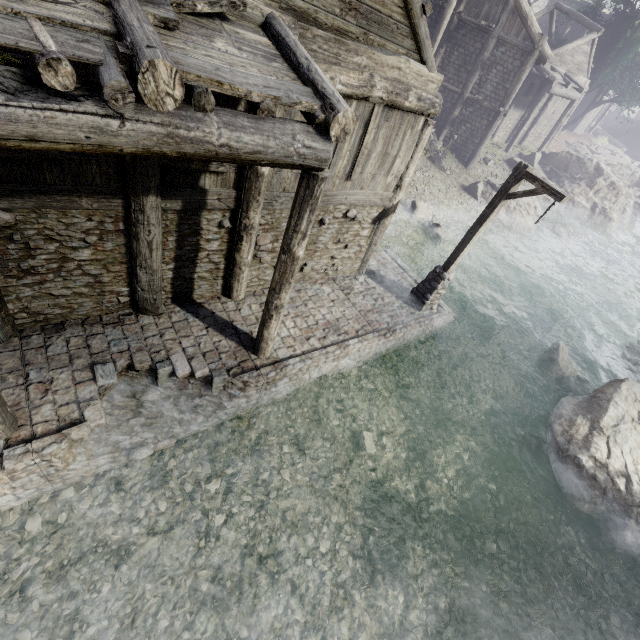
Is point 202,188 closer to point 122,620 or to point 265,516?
point 265,516

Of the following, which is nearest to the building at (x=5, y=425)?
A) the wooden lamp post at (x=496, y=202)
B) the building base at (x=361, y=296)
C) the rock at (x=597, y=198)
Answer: the building base at (x=361, y=296)

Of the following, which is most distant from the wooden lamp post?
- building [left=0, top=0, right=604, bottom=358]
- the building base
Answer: building [left=0, top=0, right=604, bottom=358]

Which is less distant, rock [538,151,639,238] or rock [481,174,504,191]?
rock [481,174,504,191]

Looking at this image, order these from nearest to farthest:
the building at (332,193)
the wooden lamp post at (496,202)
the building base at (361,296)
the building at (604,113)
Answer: the building at (332,193) → the building base at (361,296) → the wooden lamp post at (496,202) → the building at (604,113)

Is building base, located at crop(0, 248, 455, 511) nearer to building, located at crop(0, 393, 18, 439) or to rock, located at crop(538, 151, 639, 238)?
building, located at crop(0, 393, 18, 439)
